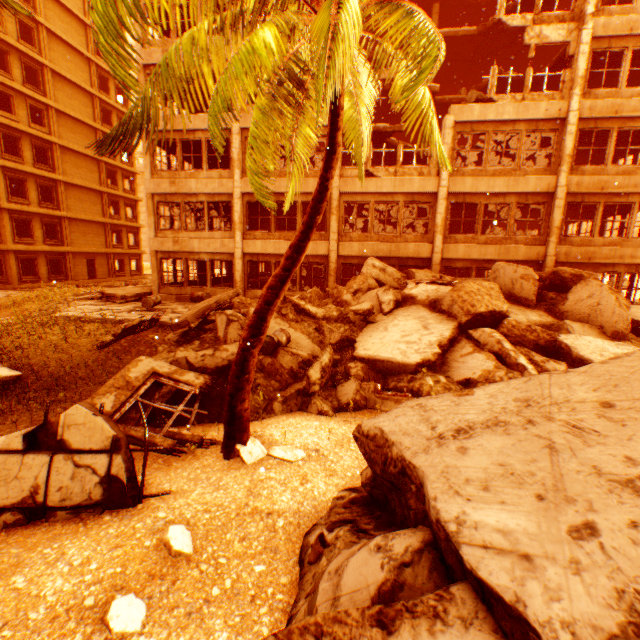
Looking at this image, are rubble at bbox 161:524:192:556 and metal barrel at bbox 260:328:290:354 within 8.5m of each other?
yes

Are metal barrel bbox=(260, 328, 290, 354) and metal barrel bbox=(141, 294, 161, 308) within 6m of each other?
no

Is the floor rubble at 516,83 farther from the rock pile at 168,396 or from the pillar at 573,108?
the rock pile at 168,396

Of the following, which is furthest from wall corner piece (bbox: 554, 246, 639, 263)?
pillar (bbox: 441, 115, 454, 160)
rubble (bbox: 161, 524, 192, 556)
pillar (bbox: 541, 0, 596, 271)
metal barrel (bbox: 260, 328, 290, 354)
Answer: rubble (bbox: 161, 524, 192, 556)

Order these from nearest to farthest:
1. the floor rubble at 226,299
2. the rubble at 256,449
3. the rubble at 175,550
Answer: the rubble at 175,550 < the rubble at 256,449 < the floor rubble at 226,299

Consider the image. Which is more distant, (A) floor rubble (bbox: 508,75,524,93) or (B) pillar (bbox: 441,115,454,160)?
(A) floor rubble (bbox: 508,75,524,93)

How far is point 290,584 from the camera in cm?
284

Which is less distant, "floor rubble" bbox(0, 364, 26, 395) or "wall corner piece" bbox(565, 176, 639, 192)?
"floor rubble" bbox(0, 364, 26, 395)
